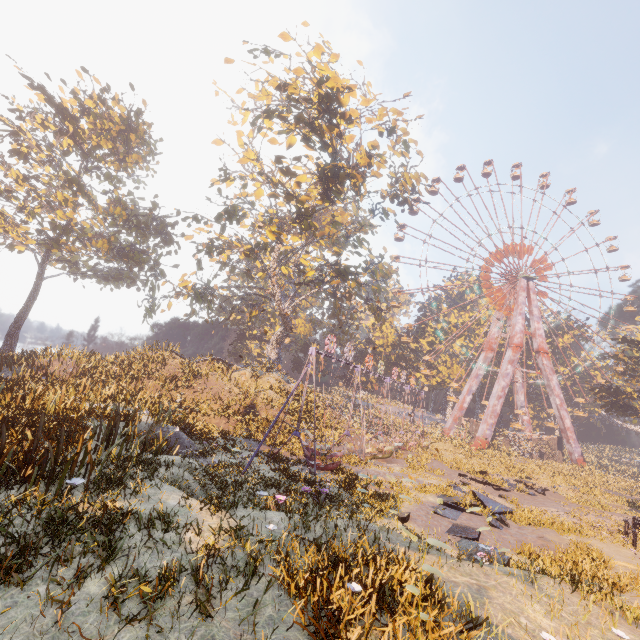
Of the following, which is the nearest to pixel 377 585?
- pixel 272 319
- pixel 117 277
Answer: pixel 117 277

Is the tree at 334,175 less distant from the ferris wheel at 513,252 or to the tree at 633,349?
the ferris wheel at 513,252

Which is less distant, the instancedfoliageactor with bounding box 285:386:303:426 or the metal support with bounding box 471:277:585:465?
the instancedfoliageactor with bounding box 285:386:303:426

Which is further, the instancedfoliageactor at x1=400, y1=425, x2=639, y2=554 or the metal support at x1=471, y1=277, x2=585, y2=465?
the metal support at x1=471, y1=277, x2=585, y2=465

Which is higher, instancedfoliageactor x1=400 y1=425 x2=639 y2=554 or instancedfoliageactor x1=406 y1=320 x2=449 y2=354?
instancedfoliageactor x1=406 y1=320 x2=449 y2=354

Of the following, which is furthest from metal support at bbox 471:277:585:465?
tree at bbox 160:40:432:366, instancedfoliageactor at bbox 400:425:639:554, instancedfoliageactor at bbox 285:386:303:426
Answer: instancedfoliageactor at bbox 285:386:303:426

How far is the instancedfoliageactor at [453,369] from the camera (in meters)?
54.09

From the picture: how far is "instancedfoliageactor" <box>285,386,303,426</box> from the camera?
25.0m
